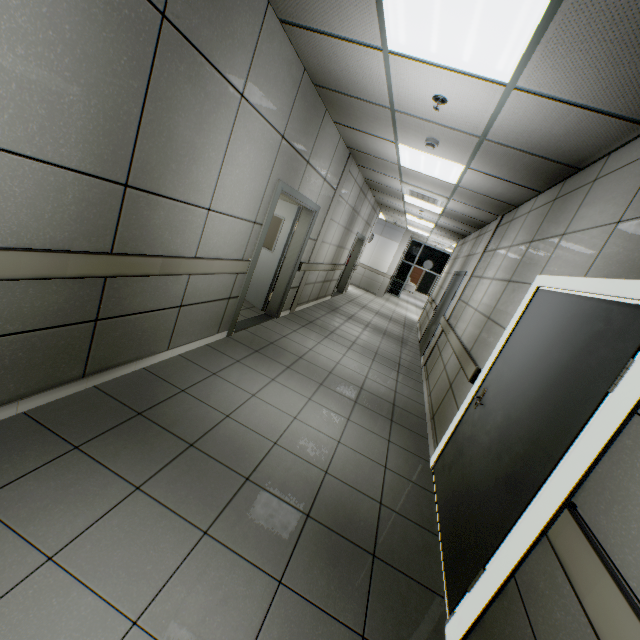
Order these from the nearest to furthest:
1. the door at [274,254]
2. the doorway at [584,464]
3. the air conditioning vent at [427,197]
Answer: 1. the doorway at [584,464]
2. the door at [274,254]
3. the air conditioning vent at [427,197]

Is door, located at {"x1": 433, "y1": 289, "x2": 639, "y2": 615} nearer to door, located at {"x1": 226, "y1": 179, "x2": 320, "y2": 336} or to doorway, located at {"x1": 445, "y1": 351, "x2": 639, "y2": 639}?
doorway, located at {"x1": 445, "y1": 351, "x2": 639, "y2": 639}

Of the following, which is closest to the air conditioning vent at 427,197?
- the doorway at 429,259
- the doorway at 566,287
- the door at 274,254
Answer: the door at 274,254

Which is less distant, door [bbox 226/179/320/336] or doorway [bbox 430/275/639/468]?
doorway [bbox 430/275/639/468]

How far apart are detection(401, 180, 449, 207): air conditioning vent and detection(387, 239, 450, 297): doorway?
10.9 meters

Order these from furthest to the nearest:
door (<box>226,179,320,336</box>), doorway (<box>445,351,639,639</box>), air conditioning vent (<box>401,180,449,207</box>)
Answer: air conditioning vent (<box>401,180,449,207</box>) < door (<box>226,179,320,336</box>) < doorway (<box>445,351,639,639</box>)

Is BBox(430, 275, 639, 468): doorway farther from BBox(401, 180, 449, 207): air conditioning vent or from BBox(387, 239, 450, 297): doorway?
BBox(387, 239, 450, 297): doorway

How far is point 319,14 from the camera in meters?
2.4
